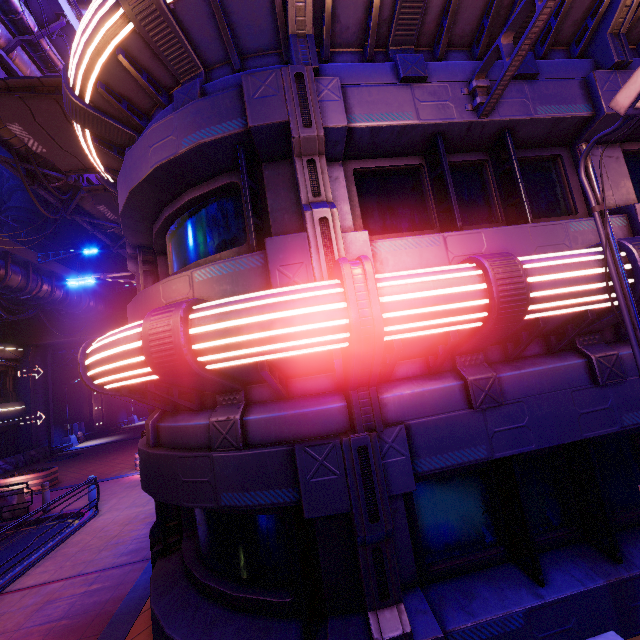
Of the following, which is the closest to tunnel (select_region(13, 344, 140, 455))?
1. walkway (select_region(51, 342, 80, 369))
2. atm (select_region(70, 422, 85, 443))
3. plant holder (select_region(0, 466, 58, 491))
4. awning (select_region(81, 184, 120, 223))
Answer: walkway (select_region(51, 342, 80, 369))

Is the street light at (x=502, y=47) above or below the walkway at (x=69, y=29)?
below

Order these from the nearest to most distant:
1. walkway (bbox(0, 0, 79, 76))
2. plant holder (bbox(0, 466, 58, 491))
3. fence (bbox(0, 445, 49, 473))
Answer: walkway (bbox(0, 0, 79, 76)) < plant holder (bbox(0, 466, 58, 491)) < fence (bbox(0, 445, 49, 473))

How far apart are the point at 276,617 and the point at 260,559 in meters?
0.6 m

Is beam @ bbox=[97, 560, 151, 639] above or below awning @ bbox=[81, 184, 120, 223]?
below

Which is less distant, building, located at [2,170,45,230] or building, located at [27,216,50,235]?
building, located at [2,170,45,230]

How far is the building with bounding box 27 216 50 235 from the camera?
26.98m

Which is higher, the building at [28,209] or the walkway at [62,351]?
the building at [28,209]
